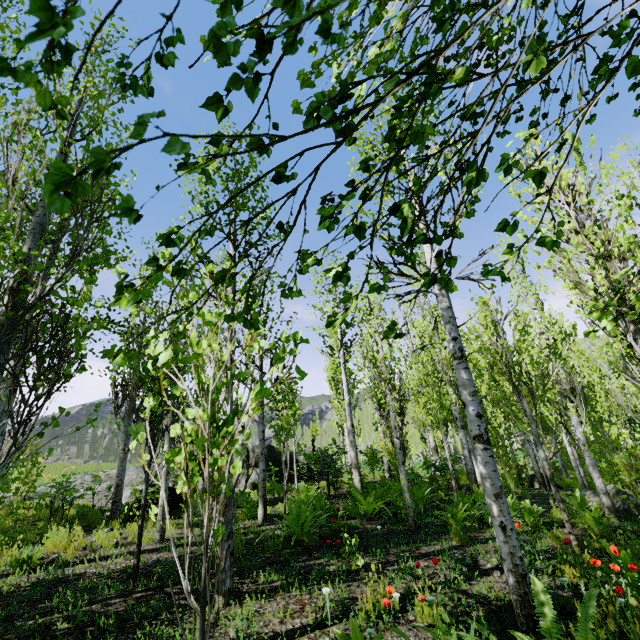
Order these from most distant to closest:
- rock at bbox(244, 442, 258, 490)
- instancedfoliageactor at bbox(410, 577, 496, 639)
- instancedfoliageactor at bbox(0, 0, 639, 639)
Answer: rock at bbox(244, 442, 258, 490)
instancedfoliageactor at bbox(410, 577, 496, 639)
instancedfoliageactor at bbox(0, 0, 639, 639)

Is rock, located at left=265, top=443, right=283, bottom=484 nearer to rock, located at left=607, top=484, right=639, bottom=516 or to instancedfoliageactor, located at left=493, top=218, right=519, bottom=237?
instancedfoliageactor, located at left=493, top=218, right=519, bottom=237

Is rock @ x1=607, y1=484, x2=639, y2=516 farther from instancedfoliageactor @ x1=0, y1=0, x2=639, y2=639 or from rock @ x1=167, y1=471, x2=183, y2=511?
rock @ x1=167, y1=471, x2=183, y2=511

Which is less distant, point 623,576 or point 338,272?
point 338,272

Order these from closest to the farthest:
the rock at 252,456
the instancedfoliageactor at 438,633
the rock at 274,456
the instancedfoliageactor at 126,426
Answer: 1. the instancedfoliageactor at 126,426
2. the instancedfoliageactor at 438,633
3. the rock at 252,456
4. the rock at 274,456

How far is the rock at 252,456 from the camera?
13.4 meters

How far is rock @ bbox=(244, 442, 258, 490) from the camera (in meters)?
13.40
